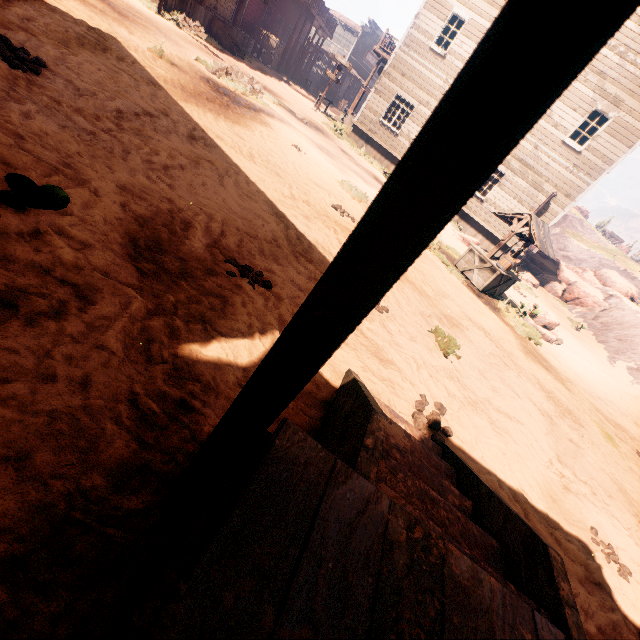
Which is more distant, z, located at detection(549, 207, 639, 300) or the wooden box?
z, located at detection(549, 207, 639, 300)

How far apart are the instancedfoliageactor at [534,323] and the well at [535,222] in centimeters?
82cm

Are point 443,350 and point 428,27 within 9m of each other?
no

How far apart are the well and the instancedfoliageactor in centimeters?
82cm

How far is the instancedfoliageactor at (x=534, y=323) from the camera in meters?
9.8

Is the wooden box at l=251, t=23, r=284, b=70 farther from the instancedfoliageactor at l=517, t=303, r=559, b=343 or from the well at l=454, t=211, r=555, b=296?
the instancedfoliageactor at l=517, t=303, r=559, b=343

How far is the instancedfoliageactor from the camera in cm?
979
